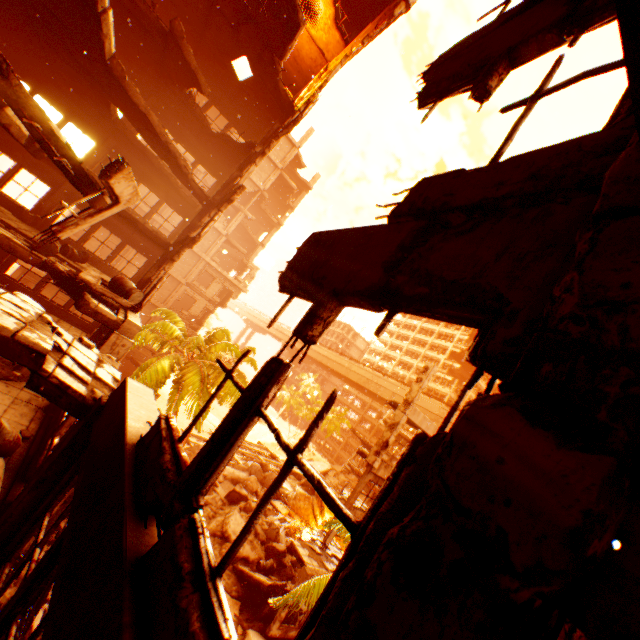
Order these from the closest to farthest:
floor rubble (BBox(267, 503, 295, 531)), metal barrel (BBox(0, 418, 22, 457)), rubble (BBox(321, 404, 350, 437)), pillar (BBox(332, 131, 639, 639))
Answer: pillar (BBox(332, 131, 639, 639)), metal barrel (BBox(0, 418, 22, 457)), floor rubble (BBox(267, 503, 295, 531)), rubble (BBox(321, 404, 350, 437))

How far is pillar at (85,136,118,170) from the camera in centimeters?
1548cm

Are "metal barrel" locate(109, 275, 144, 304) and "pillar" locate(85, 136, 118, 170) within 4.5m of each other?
no

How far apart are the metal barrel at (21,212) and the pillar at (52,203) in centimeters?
27cm

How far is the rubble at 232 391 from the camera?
18.1 meters

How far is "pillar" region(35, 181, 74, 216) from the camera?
14.9 meters

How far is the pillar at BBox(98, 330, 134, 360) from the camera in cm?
874

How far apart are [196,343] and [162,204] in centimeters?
792cm
